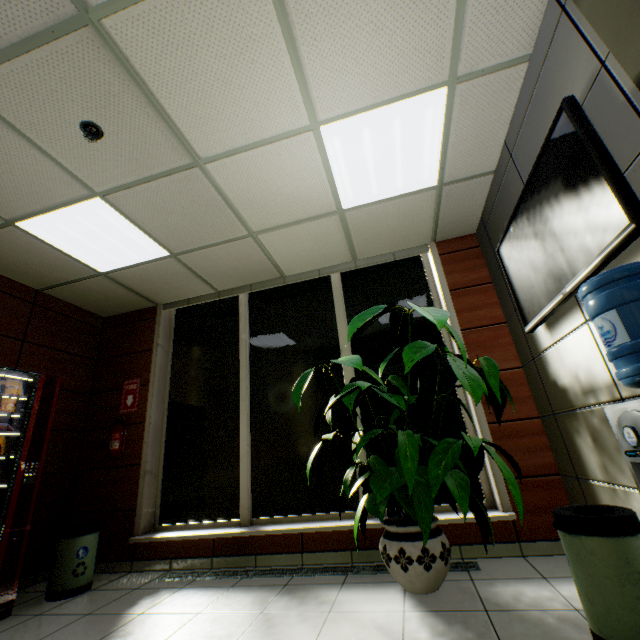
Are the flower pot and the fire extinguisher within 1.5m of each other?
no

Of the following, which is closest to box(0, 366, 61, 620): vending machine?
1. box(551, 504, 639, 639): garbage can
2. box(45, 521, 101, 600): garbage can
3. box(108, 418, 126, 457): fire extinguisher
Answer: box(45, 521, 101, 600): garbage can

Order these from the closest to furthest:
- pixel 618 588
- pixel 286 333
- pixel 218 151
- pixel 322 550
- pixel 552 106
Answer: pixel 618 588 < pixel 552 106 < pixel 218 151 < pixel 322 550 < pixel 286 333

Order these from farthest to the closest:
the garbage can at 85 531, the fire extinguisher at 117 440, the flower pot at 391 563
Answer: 1. the fire extinguisher at 117 440
2. the garbage can at 85 531
3. the flower pot at 391 563

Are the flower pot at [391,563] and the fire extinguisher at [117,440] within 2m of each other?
no

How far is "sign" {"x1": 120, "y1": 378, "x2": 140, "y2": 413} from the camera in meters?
4.3

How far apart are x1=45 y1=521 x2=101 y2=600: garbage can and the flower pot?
2.87m

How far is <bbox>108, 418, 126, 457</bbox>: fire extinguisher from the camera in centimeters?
396cm
